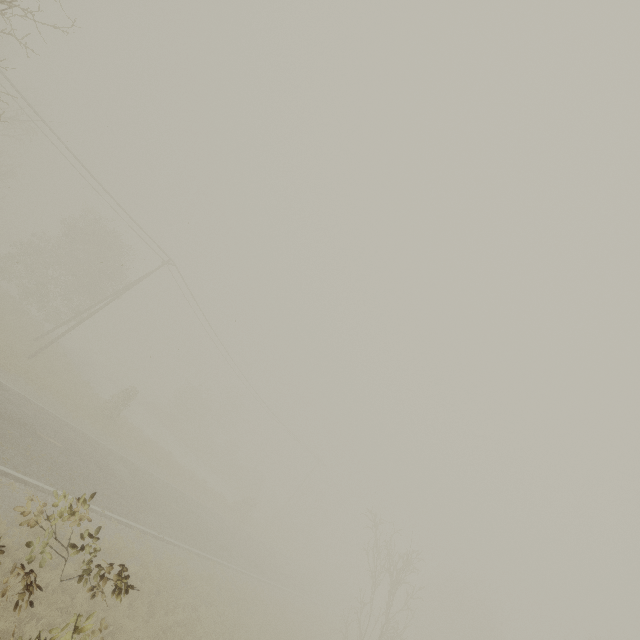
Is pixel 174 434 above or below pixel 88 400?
below
